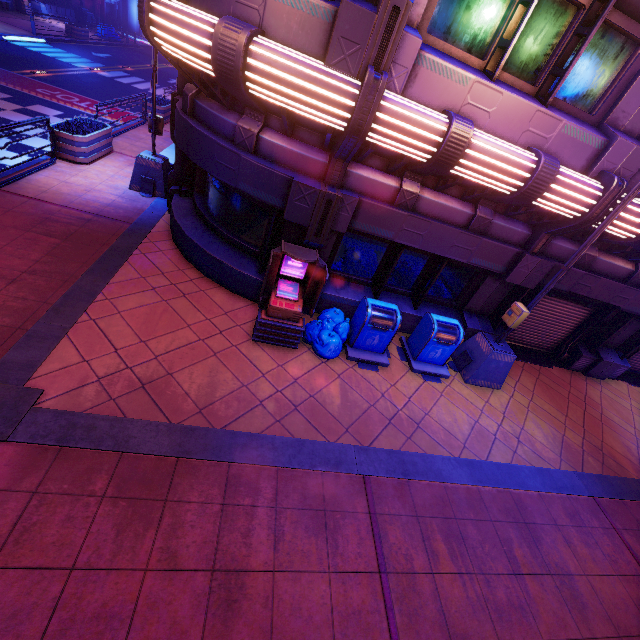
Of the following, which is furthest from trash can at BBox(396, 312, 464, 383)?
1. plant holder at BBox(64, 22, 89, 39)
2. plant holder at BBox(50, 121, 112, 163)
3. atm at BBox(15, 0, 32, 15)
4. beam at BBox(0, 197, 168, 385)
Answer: atm at BBox(15, 0, 32, 15)

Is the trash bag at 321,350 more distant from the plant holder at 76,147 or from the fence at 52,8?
the fence at 52,8

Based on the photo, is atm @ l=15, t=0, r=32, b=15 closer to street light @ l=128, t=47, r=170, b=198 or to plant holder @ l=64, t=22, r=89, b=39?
plant holder @ l=64, t=22, r=89, b=39

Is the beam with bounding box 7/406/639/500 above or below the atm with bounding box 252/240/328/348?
below

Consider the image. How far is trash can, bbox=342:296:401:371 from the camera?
6.93m

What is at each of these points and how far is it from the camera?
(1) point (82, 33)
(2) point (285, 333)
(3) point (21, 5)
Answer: (1) plant holder, 27.6 meters
(2) atm, 6.5 meters
(3) atm, 27.8 meters

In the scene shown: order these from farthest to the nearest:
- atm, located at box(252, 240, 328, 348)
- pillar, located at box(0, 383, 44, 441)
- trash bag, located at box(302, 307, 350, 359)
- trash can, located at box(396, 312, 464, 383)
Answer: trash can, located at box(396, 312, 464, 383), trash bag, located at box(302, 307, 350, 359), atm, located at box(252, 240, 328, 348), pillar, located at box(0, 383, 44, 441)

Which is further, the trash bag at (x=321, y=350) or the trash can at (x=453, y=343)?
the trash can at (x=453, y=343)
